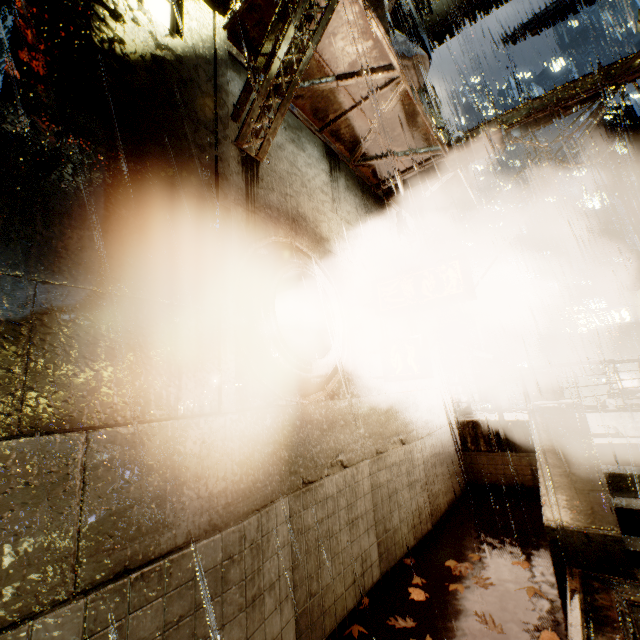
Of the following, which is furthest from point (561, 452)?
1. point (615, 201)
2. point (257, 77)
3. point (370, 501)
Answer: point (615, 201)

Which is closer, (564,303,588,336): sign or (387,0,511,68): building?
(387,0,511,68): building

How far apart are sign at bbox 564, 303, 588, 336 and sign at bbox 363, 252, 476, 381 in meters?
22.9

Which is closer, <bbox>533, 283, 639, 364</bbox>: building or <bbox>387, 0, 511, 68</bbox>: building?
<bbox>387, 0, 511, 68</bbox>: building

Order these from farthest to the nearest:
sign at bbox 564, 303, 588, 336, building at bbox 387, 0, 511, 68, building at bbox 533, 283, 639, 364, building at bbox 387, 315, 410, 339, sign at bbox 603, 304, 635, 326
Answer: building at bbox 533, 283, 639, 364
sign at bbox 564, 303, 588, 336
sign at bbox 603, 304, 635, 326
building at bbox 387, 0, 511, 68
building at bbox 387, 315, 410, 339

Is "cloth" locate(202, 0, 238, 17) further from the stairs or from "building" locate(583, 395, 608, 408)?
the stairs

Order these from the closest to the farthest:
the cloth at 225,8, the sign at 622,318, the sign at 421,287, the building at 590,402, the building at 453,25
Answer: the cloth at 225,8, the sign at 421,287, the building at 590,402, the building at 453,25, the sign at 622,318

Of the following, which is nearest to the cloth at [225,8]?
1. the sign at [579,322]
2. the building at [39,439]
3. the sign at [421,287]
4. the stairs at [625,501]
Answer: the building at [39,439]
